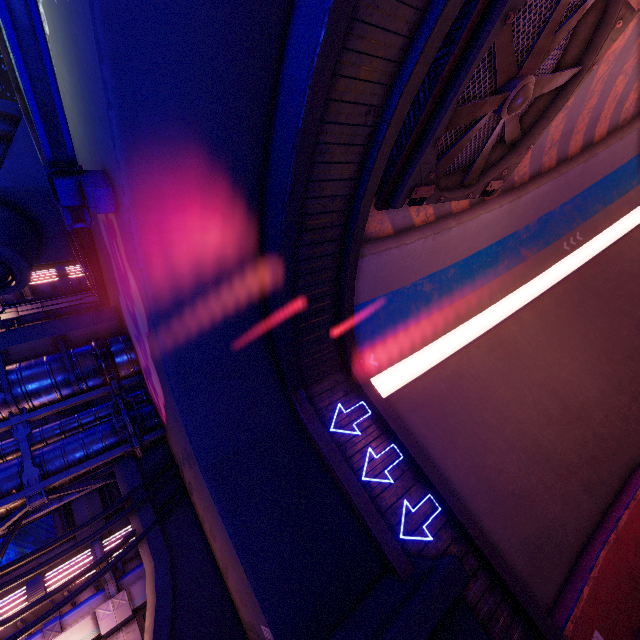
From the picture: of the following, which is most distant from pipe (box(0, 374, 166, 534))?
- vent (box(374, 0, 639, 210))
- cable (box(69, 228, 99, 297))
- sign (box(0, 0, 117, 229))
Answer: vent (box(374, 0, 639, 210))

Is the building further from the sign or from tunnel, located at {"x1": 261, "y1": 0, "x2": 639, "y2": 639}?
tunnel, located at {"x1": 261, "y1": 0, "x2": 639, "y2": 639}

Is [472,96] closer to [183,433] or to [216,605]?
[183,433]

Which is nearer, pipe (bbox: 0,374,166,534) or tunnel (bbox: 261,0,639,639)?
tunnel (bbox: 261,0,639,639)

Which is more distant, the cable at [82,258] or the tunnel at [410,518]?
the cable at [82,258]

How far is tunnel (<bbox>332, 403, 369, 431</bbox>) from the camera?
8.6m

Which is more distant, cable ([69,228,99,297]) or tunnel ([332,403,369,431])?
cable ([69,228,99,297])

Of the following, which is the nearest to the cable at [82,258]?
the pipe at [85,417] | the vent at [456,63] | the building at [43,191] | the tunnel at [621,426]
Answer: the building at [43,191]
